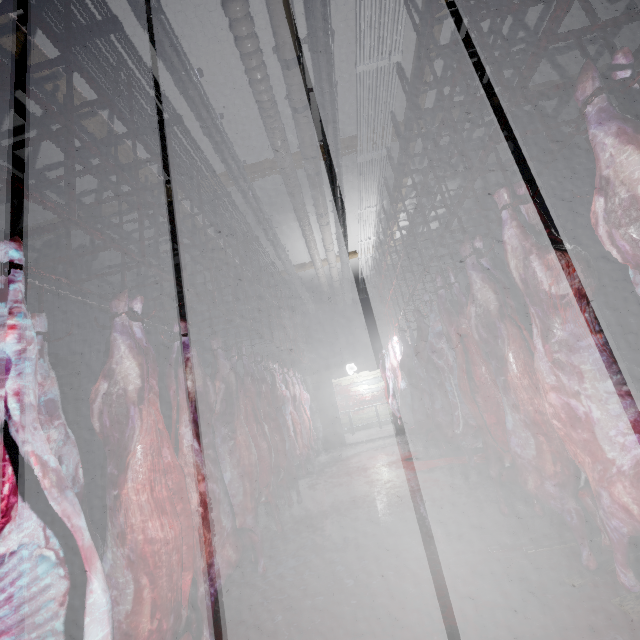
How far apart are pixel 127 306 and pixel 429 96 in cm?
381

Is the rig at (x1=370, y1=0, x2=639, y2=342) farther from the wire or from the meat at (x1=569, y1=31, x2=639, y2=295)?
the wire

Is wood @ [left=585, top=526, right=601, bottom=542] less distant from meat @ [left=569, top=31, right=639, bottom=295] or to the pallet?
meat @ [left=569, top=31, right=639, bottom=295]

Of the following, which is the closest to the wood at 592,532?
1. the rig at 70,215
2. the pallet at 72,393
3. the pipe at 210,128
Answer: the rig at 70,215

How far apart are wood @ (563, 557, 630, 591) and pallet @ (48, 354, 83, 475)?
3.7m

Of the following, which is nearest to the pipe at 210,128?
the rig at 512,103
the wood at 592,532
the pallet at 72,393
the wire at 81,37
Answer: the wire at 81,37

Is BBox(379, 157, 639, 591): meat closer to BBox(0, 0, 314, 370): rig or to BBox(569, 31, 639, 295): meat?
BBox(569, 31, 639, 295): meat

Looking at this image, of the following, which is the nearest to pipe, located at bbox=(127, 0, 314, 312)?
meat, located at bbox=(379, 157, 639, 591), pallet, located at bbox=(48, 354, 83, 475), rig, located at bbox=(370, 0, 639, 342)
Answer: rig, located at bbox=(370, 0, 639, 342)
